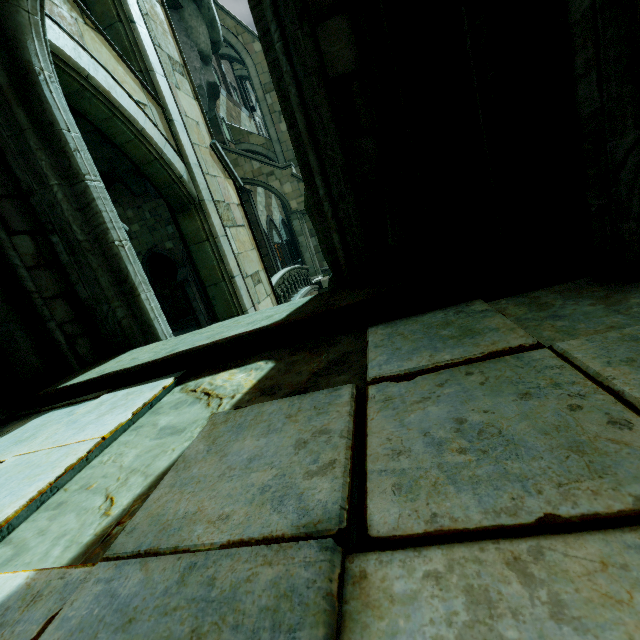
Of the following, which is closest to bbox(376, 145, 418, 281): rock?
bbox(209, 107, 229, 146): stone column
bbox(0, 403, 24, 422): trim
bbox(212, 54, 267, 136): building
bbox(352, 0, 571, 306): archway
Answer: bbox(352, 0, 571, 306): archway

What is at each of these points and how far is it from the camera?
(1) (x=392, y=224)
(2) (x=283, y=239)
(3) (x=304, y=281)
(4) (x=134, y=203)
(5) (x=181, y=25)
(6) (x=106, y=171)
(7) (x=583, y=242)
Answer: (1) rock, 2.9m
(2) archway, 31.1m
(3) bridge railing, 17.8m
(4) building, 19.1m
(5) rock, 16.9m
(6) rock, 17.2m
(7) stone column, 2.1m

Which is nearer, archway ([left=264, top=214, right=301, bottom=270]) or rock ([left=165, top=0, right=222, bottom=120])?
rock ([left=165, top=0, right=222, bottom=120])

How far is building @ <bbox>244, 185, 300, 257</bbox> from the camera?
26.5m

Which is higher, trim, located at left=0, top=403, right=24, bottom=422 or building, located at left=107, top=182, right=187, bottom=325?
building, located at left=107, top=182, right=187, bottom=325

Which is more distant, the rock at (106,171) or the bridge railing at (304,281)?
the rock at (106,171)

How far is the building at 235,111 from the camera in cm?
2543

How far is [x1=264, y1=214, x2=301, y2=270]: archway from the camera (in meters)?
27.41
